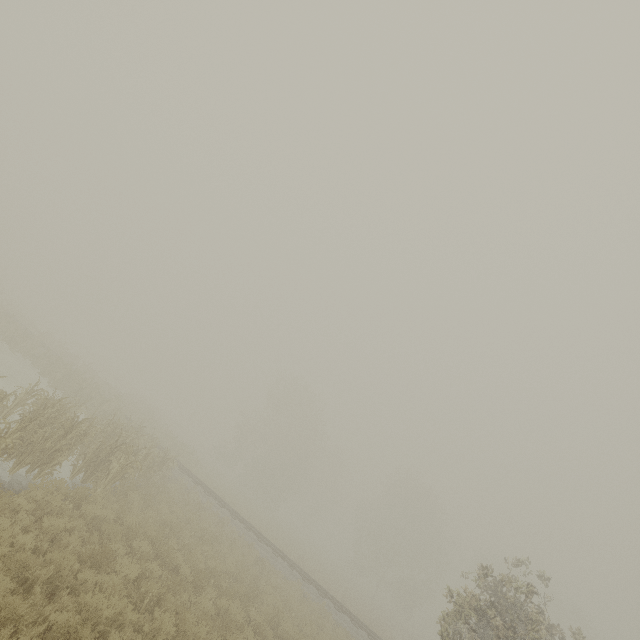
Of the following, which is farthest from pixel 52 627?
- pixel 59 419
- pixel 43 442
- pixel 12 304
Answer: pixel 12 304
